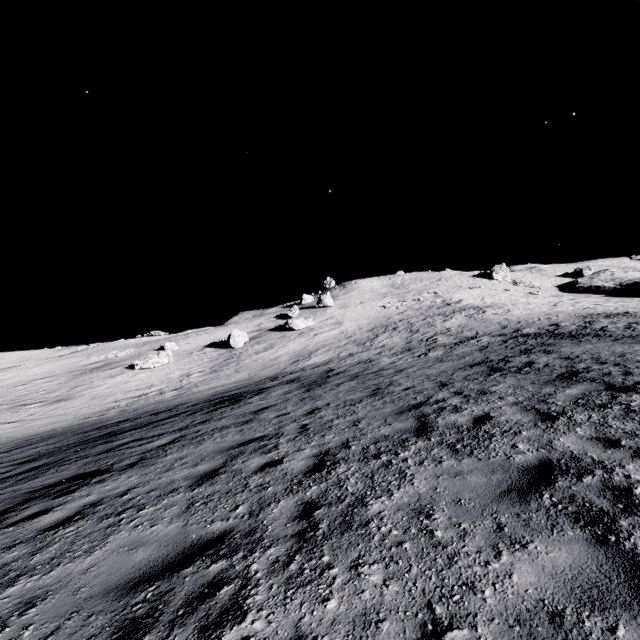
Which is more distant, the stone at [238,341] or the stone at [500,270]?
the stone at [500,270]

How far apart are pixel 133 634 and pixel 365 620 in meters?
1.9

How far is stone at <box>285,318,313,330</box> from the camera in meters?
40.0 m

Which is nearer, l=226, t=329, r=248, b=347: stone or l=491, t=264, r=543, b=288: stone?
l=226, t=329, r=248, b=347: stone

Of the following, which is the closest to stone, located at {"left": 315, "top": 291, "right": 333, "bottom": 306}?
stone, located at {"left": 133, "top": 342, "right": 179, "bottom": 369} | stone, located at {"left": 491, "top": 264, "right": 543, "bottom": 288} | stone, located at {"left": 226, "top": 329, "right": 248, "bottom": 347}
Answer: stone, located at {"left": 226, "top": 329, "right": 248, "bottom": 347}

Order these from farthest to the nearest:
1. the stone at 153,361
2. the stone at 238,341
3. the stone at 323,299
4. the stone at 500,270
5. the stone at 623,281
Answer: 1. the stone at 500,270
2. the stone at 323,299
3. the stone at 623,281
4. the stone at 238,341
5. the stone at 153,361

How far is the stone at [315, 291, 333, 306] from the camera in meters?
50.5

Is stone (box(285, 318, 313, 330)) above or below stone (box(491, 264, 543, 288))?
below
